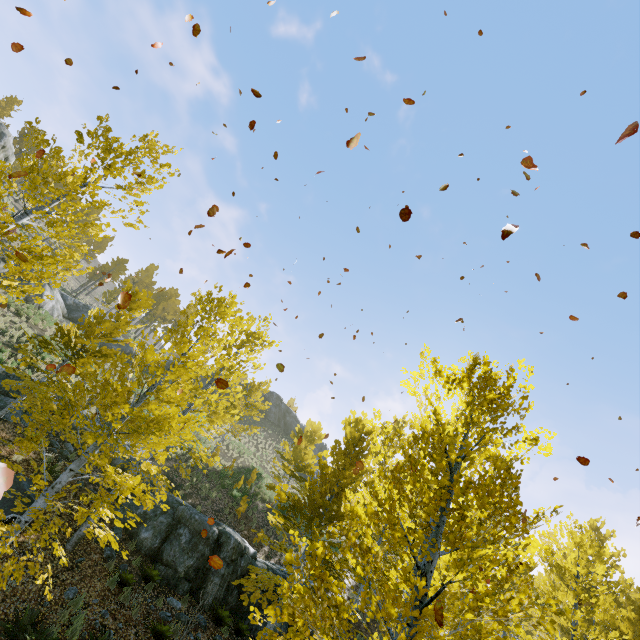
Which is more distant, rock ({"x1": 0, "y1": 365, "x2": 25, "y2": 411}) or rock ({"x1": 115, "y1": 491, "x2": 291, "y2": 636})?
rock ({"x1": 0, "y1": 365, "x2": 25, "y2": 411})

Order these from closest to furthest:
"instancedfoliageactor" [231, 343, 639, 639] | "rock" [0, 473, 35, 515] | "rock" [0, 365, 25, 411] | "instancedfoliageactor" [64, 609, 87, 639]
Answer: "instancedfoliageactor" [231, 343, 639, 639] < "instancedfoliageactor" [64, 609, 87, 639] < "rock" [0, 473, 35, 515] < "rock" [0, 365, 25, 411]

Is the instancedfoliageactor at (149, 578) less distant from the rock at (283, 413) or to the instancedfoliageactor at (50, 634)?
the instancedfoliageactor at (50, 634)

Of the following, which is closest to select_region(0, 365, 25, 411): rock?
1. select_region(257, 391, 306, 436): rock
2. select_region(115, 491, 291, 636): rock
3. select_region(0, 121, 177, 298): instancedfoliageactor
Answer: select_region(0, 121, 177, 298): instancedfoliageactor

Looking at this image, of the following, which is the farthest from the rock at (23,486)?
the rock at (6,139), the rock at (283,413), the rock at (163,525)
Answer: the rock at (6,139)

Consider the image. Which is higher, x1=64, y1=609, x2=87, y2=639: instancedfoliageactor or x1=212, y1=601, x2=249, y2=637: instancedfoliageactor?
x1=212, y1=601, x2=249, y2=637: instancedfoliageactor

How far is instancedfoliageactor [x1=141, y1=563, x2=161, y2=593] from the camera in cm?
1029

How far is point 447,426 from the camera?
4.93m
